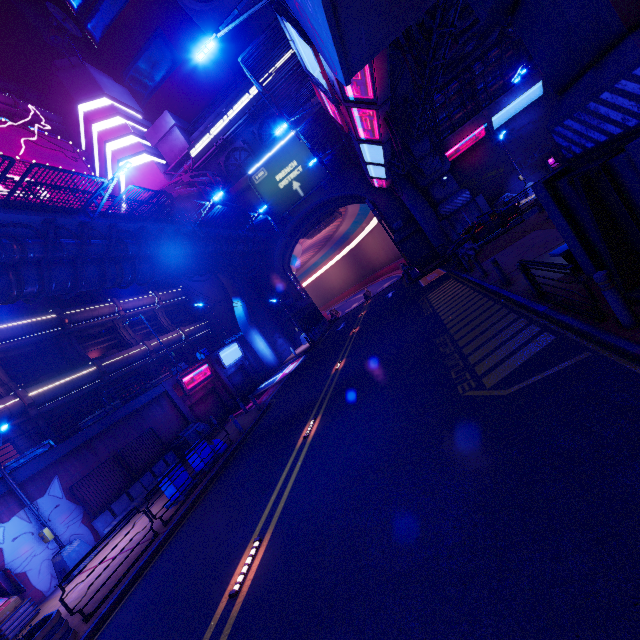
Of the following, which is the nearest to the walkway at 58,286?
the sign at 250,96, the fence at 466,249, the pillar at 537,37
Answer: the sign at 250,96

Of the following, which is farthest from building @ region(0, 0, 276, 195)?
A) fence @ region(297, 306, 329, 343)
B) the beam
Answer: Result: the beam

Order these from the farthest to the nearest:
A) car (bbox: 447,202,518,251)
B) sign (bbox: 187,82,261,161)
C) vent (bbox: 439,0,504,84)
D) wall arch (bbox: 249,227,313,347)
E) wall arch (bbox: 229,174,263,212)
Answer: wall arch (bbox: 249,227,313,347)
wall arch (bbox: 229,174,263,212)
sign (bbox: 187,82,261,161)
car (bbox: 447,202,518,251)
vent (bbox: 439,0,504,84)

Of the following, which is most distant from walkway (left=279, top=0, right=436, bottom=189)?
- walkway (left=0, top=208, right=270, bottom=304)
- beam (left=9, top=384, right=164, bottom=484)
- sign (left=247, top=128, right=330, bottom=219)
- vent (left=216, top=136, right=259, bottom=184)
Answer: beam (left=9, top=384, right=164, bottom=484)

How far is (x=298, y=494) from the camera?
7.7m

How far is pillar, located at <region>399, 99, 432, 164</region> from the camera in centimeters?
2633cm

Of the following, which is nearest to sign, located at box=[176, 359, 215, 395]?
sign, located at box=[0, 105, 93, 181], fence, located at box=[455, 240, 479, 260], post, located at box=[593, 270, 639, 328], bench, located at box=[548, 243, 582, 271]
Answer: sign, located at box=[0, 105, 93, 181]

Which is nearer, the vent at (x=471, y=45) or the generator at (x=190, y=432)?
the vent at (x=471, y=45)
